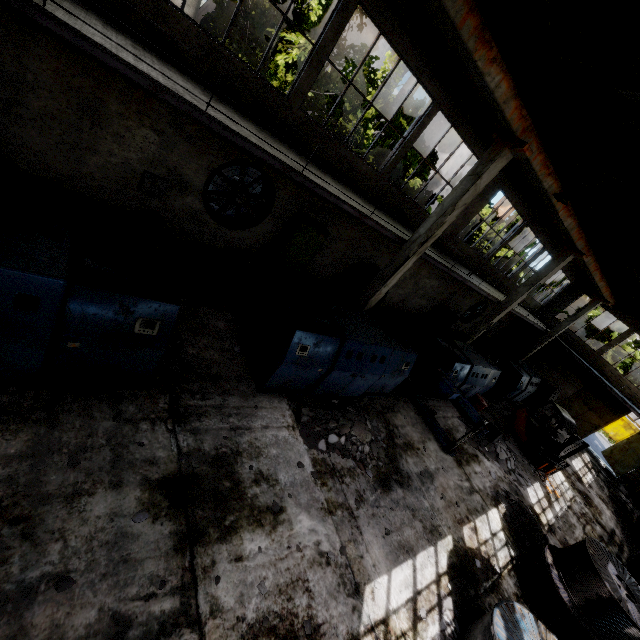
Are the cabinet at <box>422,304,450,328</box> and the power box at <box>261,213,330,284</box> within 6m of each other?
no

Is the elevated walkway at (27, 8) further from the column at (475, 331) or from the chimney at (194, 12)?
the chimney at (194, 12)

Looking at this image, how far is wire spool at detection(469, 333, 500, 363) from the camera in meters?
18.0

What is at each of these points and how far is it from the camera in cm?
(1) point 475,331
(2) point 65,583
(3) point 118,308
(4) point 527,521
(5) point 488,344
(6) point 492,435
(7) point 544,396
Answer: (1) column, 1714
(2) concrete debris, 357
(3) cable machine, 473
(4) concrete debris, 1020
(5) wire spool, 1811
(6) barrel, 1272
(7) wire spool, 2047

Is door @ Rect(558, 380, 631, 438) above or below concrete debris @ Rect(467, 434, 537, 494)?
above

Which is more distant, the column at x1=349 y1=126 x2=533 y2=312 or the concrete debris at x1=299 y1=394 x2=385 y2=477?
the column at x1=349 y1=126 x2=533 y2=312

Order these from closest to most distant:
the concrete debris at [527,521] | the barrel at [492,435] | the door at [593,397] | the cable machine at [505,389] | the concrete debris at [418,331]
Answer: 1. the cable machine at [505,389]
2. the concrete debris at [527,521]
3. the barrel at [492,435]
4. the concrete debris at [418,331]
5. the door at [593,397]

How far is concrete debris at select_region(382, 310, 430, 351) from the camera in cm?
1600
